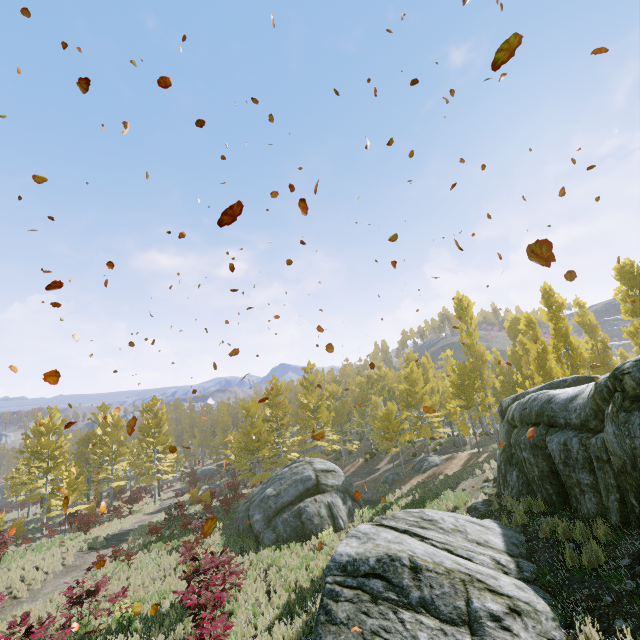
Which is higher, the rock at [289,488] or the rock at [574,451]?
the rock at [574,451]

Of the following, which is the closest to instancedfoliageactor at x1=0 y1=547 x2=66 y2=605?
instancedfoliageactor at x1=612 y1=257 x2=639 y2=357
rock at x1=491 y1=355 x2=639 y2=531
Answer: rock at x1=491 y1=355 x2=639 y2=531

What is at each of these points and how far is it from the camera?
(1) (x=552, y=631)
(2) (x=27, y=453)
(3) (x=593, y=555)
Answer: (1) rock, 4.77m
(2) instancedfoliageactor, 28.88m
(3) instancedfoliageactor, 5.66m

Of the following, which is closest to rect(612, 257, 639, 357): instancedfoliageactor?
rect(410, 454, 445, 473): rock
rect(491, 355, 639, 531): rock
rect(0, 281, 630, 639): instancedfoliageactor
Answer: rect(0, 281, 630, 639): instancedfoliageactor

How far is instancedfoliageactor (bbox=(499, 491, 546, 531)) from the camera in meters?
8.7

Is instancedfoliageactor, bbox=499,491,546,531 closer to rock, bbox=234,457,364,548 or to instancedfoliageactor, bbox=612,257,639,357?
rock, bbox=234,457,364,548

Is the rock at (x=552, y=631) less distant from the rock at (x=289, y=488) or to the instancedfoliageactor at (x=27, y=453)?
the instancedfoliageactor at (x=27, y=453)

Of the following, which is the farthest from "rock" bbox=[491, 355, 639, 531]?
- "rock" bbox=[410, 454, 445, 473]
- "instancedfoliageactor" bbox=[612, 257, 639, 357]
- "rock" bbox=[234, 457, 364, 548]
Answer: "instancedfoliageactor" bbox=[612, 257, 639, 357]
